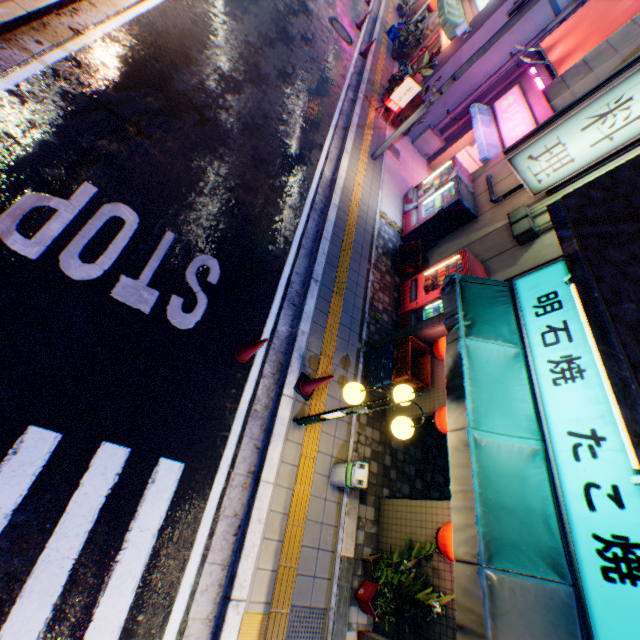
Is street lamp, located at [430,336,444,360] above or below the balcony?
below

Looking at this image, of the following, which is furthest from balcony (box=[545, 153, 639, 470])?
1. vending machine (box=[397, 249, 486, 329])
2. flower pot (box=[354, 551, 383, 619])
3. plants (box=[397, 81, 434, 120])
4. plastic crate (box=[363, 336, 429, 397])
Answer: plants (box=[397, 81, 434, 120])

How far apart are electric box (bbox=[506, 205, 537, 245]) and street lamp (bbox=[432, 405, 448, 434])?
4.7m

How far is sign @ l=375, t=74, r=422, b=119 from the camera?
11.8 meters

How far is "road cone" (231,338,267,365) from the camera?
5.2 meters

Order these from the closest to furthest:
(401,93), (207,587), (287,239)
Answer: (207,587), (287,239), (401,93)

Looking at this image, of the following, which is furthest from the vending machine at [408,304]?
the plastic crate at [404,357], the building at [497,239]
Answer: the plastic crate at [404,357]

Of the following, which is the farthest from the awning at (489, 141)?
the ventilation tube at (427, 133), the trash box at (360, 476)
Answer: the trash box at (360, 476)
